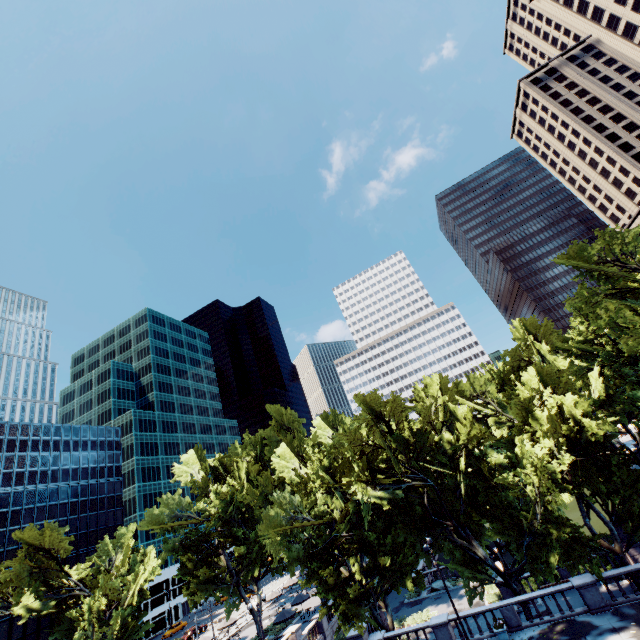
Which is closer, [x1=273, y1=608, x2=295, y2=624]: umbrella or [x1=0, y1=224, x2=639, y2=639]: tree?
[x1=0, y1=224, x2=639, y2=639]: tree

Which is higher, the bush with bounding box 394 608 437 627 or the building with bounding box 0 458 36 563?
the building with bounding box 0 458 36 563

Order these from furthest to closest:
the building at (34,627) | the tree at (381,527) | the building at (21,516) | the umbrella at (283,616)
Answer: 1. the building at (21,516)
2. the building at (34,627)
3. the umbrella at (283,616)
4. the tree at (381,527)

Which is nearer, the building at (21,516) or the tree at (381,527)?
the tree at (381,527)

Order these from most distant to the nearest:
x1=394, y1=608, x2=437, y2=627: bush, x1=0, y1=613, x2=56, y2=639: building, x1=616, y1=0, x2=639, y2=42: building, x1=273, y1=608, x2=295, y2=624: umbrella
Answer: x1=616, y1=0, x2=639, y2=42: building, x1=0, y1=613, x2=56, y2=639: building, x1=273, y1=608, x2=295, y2=624: umbrella, x1=394, y1=608, x2=437, y2=627: bush

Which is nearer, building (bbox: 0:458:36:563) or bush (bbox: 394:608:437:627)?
bush (bbox: 394:608:437:627)

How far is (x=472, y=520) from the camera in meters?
26.6 m

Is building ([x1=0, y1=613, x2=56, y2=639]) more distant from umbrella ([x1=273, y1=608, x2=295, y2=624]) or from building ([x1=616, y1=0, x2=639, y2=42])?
building ([x1=616, y1=0, x2=639, y2=42])
